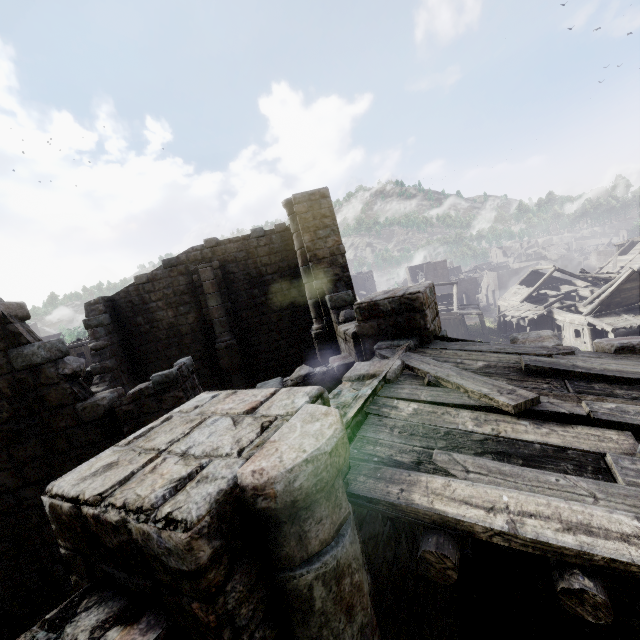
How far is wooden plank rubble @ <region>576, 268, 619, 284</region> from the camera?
29.5 meters

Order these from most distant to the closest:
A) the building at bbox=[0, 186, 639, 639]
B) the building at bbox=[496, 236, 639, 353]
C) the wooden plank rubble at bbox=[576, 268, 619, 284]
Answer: the wooden plank rubble at bbox=[576, 268, 619, 284]
the building at bbox=[496, 236, 639, 353]
the building at bbox=[0, 186, 639, 639]

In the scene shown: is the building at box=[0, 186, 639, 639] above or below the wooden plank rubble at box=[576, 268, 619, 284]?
above

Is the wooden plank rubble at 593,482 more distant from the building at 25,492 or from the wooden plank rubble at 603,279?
the wooden plank rubble at 603,279

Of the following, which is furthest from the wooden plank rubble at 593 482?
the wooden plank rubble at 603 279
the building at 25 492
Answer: the wooden plank rubble at 603 279

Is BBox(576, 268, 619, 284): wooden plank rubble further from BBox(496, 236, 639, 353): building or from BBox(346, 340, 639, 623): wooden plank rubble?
BBox(346, 340, 639, 623): wooden plank rubble

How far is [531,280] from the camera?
40.6m
